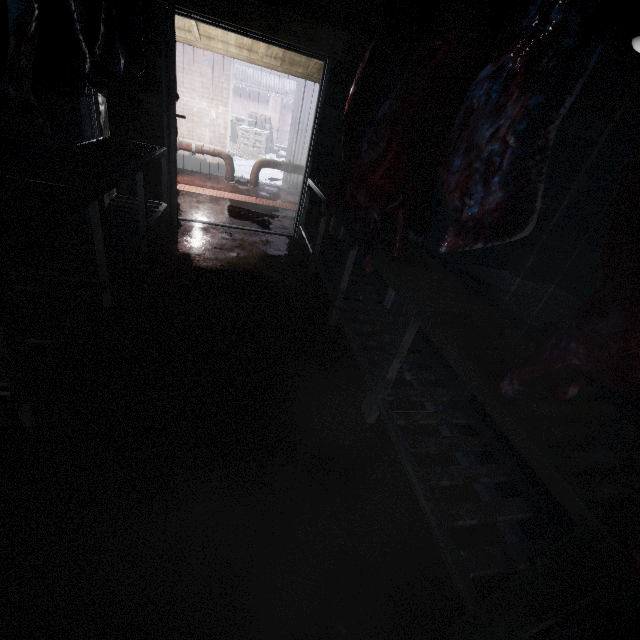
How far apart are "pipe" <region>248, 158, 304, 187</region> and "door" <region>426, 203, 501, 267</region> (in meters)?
2.58

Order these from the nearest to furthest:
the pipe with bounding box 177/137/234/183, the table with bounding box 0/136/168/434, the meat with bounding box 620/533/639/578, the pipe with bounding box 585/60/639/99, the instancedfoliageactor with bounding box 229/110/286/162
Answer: the meat with bounding box 620/533/639/578
the table with bounding box 0/136/168/434
the pipe with bounding box 585/60/639/99
the pipe with bounding box 177/137/234/183
the instancedfoliageactor with bounding box 229/110/286/162

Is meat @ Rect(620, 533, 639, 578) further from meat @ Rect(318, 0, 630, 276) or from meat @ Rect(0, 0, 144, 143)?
meat @ Rect(0, 0, 144, 143)

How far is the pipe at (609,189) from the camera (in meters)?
4.30

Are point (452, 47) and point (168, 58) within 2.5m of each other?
no

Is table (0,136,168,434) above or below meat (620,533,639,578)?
below

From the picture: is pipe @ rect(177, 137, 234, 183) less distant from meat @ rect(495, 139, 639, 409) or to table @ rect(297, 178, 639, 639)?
table @ rect(297, 178, 639, 639)

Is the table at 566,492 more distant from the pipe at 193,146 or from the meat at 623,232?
the pipe at 193,146
